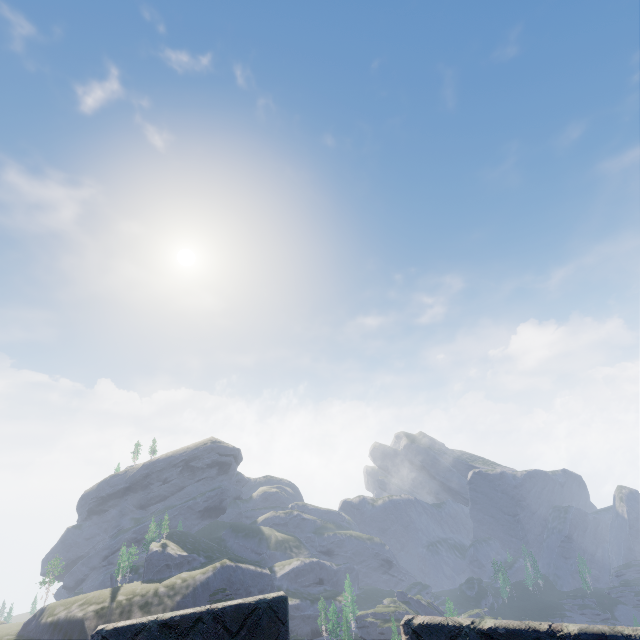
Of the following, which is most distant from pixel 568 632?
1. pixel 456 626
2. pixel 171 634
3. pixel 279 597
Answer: pixel 171 634

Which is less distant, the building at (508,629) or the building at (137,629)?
the building at (508,629)

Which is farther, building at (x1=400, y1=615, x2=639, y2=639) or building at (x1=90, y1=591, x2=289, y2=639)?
building at (x1=90, y1=591, x2=289, y2=639)
